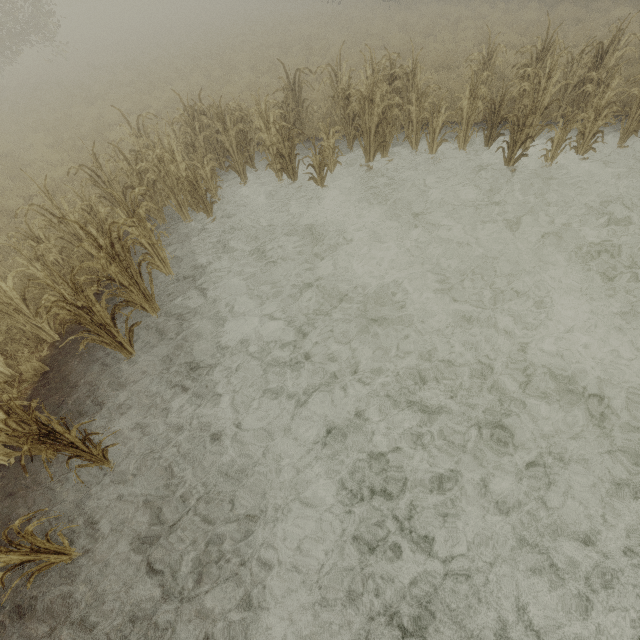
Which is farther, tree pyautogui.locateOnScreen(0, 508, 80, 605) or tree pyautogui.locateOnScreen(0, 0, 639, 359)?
tree pyautogui.locateOnScreen(0, 0, 639, 359)

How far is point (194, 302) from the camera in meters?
5.9

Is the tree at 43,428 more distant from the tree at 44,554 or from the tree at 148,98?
the tree at 148,98

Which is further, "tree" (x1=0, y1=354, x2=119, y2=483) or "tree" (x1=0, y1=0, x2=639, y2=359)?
"tree" (x1=0, y1=0, x2=639, y2=359)

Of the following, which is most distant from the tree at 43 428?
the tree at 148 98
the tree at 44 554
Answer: the tree at 148 98

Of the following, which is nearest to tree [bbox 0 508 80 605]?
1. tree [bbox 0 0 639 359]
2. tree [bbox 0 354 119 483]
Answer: tree [bbox 0 354 119 483]

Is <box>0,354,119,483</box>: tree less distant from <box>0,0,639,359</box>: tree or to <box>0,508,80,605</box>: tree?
<box>0,508,80,605</box>: tree
